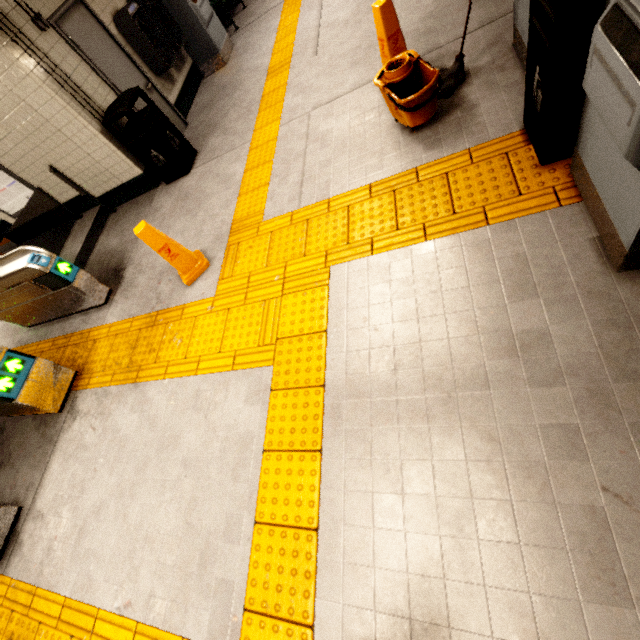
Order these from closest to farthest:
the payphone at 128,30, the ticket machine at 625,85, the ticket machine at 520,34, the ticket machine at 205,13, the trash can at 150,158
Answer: the ticket machine at 625,85, the ticket machine at 520,34, the trash can at 150,158, the payphone at 128,30, the ticket machine at 205,13

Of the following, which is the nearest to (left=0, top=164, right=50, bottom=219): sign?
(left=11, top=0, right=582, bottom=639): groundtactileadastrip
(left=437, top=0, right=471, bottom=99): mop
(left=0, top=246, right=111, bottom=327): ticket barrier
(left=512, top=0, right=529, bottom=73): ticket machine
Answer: (left=11, top=0, right=582, bottom=639): groundtactileadastrip

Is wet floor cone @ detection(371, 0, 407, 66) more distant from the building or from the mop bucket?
the building

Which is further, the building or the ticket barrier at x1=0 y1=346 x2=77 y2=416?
the building

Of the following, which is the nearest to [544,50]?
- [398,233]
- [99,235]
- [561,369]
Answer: [398,233]

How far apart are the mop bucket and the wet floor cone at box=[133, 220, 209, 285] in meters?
2.5 m

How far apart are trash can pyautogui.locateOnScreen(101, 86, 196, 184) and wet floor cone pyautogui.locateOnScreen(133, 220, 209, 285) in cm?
209

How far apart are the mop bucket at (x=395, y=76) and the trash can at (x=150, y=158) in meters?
3.4 m
